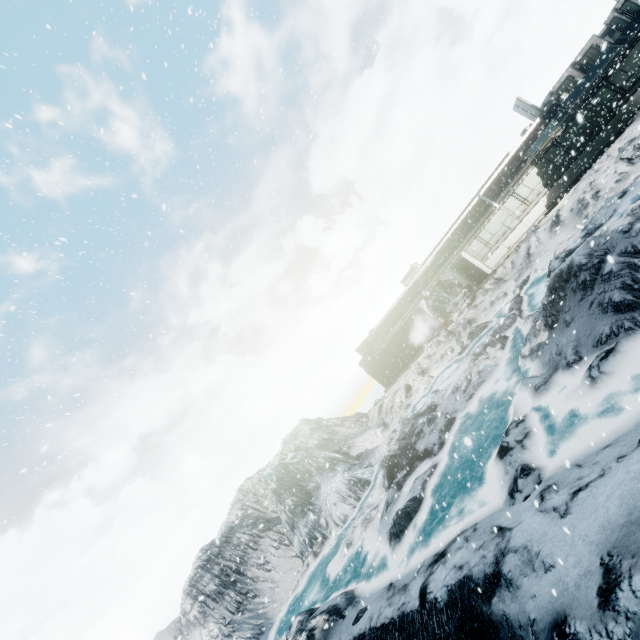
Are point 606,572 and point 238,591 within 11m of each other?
no
